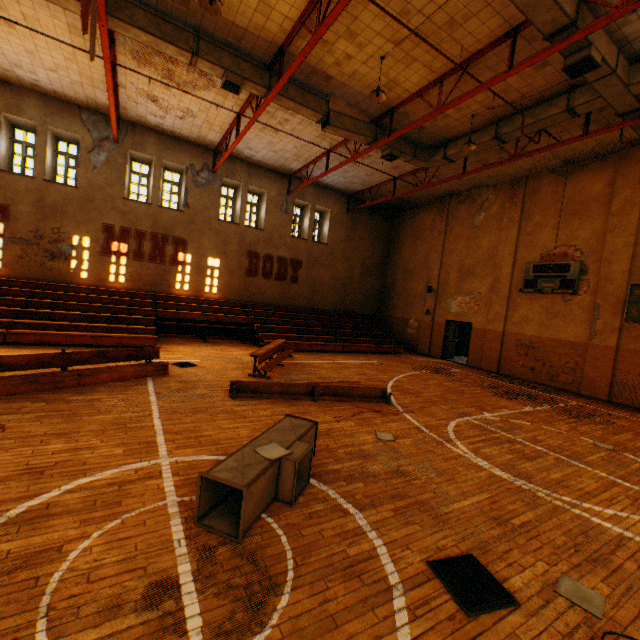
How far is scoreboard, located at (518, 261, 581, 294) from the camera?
12.4 meters

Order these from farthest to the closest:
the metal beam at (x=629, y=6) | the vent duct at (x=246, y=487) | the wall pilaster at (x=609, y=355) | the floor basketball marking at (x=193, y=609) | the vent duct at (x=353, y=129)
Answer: the wall pilaster at (x=609, y=355), the vent duct at (x=353, y=129), the metal beam at (x=629, y=6), the vent duct at (x=246, y=487), the floor basketball marking at (x=193, y=609)

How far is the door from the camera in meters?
17.5 m

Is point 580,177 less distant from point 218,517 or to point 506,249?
point 506,249

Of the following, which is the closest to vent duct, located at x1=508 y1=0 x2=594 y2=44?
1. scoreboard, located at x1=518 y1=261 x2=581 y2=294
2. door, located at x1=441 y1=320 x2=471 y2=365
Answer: scoreboard, located at x1=518 y1=261 x2=581 y2=294

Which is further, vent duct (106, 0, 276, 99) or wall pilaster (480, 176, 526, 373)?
A: wall pilaster (480, 176, 526, 373)

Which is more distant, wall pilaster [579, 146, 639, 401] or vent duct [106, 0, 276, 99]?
wall pilaster [579, 146, 639, 401]

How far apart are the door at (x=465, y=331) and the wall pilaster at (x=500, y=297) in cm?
374
